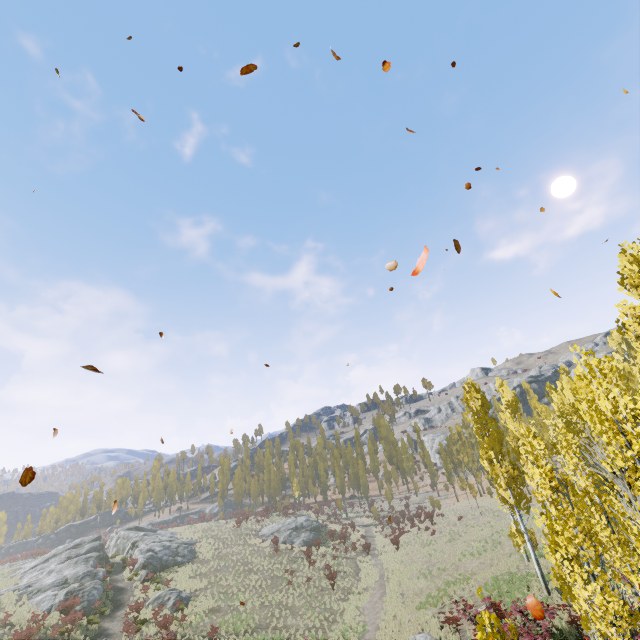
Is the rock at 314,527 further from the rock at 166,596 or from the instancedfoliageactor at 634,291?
the rock at 166,596

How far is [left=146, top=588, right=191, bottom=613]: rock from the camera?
26.4 meters

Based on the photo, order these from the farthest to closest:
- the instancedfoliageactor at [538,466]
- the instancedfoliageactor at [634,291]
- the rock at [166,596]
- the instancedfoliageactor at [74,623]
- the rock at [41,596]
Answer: the rock at [41,596], the rock at [166,596], the instancedfoliageactor at [74,623], the instancedfoliageactor at [634,291], the instancedfoliageactor at [538,466]

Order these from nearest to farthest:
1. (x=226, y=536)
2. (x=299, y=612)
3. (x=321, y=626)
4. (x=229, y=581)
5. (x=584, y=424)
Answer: (x=584, y=424)
(x=321, y=626)
(x=299, y=612)
(x=229, y=581)
(x=226, y=536)

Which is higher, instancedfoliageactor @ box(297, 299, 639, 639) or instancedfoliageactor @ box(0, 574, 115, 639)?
instancedfoliageactor @ box(297, 299, 639, 639)

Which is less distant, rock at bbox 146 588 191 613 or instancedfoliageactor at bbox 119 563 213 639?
instancedfoliageactor at bbox 119 563 213 639

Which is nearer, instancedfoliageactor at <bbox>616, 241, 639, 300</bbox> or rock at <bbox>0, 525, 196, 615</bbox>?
instancedfoliageactor at <bbox>616, 241, 639, 300</bbox>

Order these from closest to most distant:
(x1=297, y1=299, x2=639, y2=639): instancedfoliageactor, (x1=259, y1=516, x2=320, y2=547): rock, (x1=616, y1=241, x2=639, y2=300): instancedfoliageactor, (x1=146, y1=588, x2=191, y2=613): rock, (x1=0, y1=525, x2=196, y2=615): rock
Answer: (x1=297, y1=299, x2=639, y2=639): instancedfoliageactor → (x1=616, y1=241, x2=639, y2=300): instancedfoliageactor → (x1=146, y1=588, x2=191, y2=613): rock → (x1=0, y1=525, x2=196, y2=615): rock → (x1=259, y1=516, x2=320, y2=547): rock
